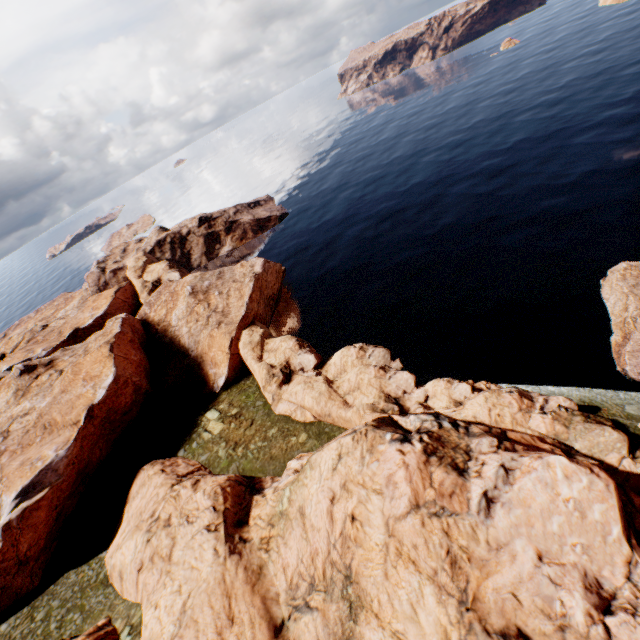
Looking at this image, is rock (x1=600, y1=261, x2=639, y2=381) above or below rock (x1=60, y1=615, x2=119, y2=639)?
below

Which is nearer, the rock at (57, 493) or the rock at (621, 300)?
the rock at (57, 493)

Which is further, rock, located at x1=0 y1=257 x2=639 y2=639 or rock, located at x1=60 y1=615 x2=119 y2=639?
rock, located at x1=60 y1=615 x2=119 y2=639

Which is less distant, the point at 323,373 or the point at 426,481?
the point at 426,481

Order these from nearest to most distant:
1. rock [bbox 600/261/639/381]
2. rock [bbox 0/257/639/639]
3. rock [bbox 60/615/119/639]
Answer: rock [bbox 0/257/639/639]
rock [bbox 60/615/119/639]
rock [bbox 600/261/639/381]
